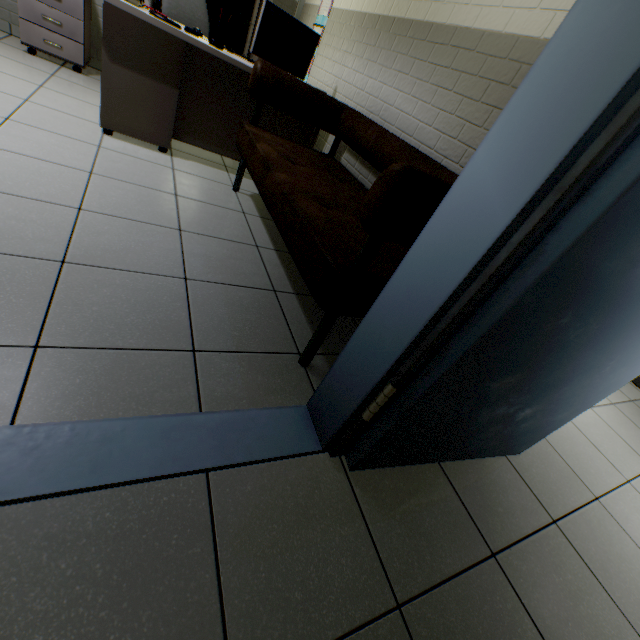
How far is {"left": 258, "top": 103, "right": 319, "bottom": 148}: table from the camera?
2.87m

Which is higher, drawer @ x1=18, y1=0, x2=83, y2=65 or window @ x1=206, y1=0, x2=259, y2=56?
window @ x1=206, y1=0, x2=259, y2=56

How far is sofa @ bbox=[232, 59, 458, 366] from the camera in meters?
1.0

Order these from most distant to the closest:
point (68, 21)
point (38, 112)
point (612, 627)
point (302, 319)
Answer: point (68, 21) → point (38, 112) → point (302, 319) → point (612, 627)

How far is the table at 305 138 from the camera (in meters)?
2.87

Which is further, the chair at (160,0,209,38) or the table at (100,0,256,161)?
the chair at (160,0,209,38)

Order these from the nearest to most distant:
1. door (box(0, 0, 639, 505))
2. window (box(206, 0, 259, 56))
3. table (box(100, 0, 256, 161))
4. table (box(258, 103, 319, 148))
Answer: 1. door (box(0, 0, 639, 505))
2. table (box(100, 0, 256, 161))
3. table (box(258, 103, 319, 148))
4. window (box(206, 0, 259, 56))

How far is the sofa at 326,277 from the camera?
1.0 meters
